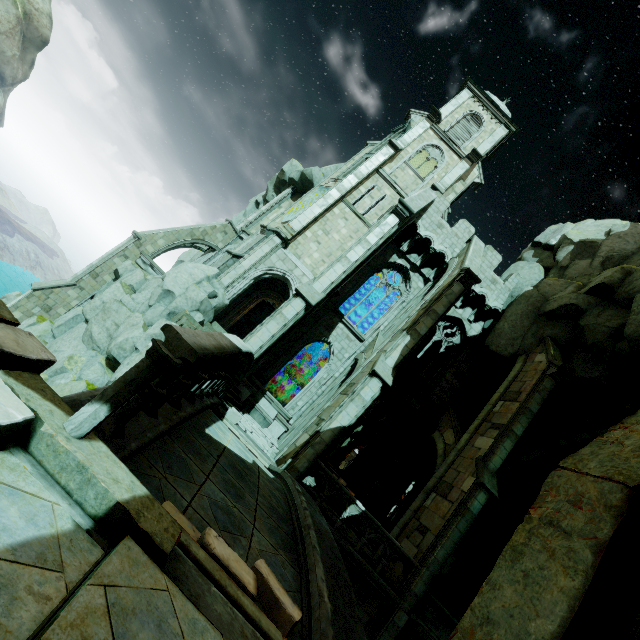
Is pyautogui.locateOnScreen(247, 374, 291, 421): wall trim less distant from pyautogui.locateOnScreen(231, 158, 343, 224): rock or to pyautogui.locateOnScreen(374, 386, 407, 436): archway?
pyautogui.locateOnScreen(374, 386, 407, 436): archway

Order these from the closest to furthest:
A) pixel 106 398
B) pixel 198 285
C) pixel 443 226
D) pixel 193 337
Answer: pixel 106 398 → pixel 193 337 → pixel 198 285 → pixel 443 226

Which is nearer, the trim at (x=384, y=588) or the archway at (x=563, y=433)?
the trim at (x=384, y=588)

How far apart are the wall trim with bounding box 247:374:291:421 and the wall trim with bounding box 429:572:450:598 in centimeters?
1007cm

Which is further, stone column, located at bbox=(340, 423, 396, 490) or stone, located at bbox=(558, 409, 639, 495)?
stone column, located at bbox=(340, 423, 396, 490)

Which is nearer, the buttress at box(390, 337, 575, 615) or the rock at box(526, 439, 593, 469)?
the buttress at box(390, 337, 575, 615)

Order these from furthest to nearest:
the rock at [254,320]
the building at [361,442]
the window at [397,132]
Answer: the building at [361,442]
the rock at [254,320]
the window at [397,132]

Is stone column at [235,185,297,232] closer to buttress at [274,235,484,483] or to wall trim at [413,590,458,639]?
buttress at [274,235,484,483]
